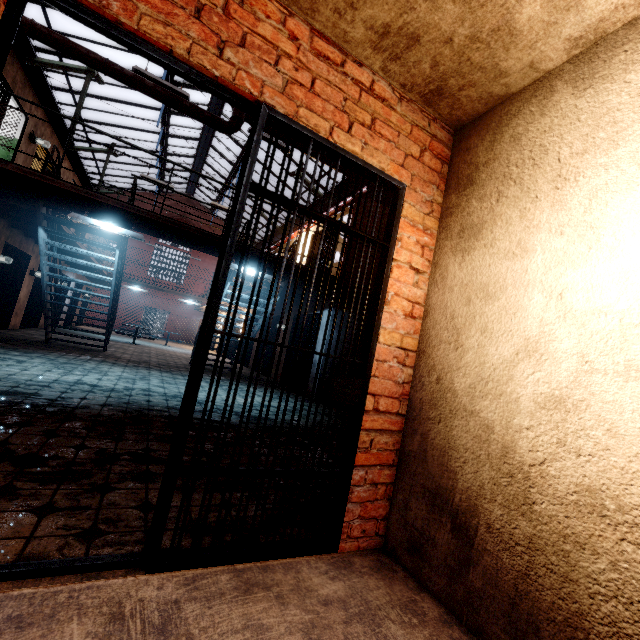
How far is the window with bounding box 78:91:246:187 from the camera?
13.7 meters

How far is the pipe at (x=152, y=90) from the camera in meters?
4.0

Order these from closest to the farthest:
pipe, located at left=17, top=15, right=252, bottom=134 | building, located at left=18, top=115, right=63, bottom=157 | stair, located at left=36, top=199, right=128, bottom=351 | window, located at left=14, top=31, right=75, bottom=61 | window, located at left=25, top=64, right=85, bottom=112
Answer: pipe, located at left=17, top=15, right=252, bottom=134 < stair, located at left=36, top=199, right=128, bottom=351 < building, located at left=18, top=115, right=63, bottom=157 < window, located at left=14, top=31, right=75, bottom=61 < window, located at left=25, top=64, right=85, bottom=112

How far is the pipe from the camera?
4.0m

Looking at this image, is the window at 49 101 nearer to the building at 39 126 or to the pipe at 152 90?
the pipe at 152 90

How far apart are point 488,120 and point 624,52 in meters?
0.7

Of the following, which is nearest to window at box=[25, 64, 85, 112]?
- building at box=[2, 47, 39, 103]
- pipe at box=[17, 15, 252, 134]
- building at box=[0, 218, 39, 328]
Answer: pipe at box=[17, 15, 252, 134]
